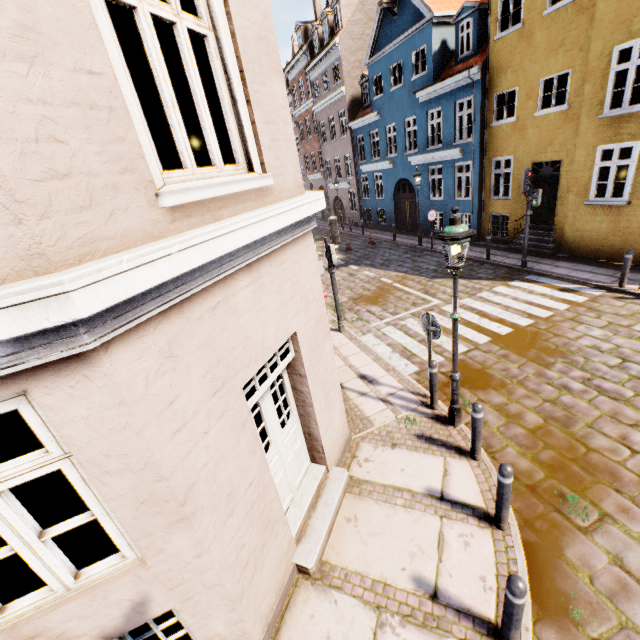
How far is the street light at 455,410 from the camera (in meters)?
4.39

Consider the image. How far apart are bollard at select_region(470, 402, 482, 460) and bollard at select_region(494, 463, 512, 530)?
1.0m

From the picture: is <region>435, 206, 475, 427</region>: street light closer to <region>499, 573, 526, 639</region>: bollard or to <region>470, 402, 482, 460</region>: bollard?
<region>470, 402, 482, 460</region>: bollard

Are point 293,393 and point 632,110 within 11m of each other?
no

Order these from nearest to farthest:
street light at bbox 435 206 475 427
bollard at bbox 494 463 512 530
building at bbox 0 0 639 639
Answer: building at bbox 0 0 639 639
bollard at bbox 494 463 512 530
street light at bbox 435 206 475 427

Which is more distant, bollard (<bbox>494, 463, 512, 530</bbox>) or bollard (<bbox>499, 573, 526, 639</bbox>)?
bollard (<bbox>494, 463, 512, 530</bbox>)

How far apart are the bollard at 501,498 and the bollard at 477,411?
0.96m

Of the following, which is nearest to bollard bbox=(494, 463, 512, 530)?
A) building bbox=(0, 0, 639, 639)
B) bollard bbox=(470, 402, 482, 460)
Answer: bollard bbox=(470, 402, 482, 460)
